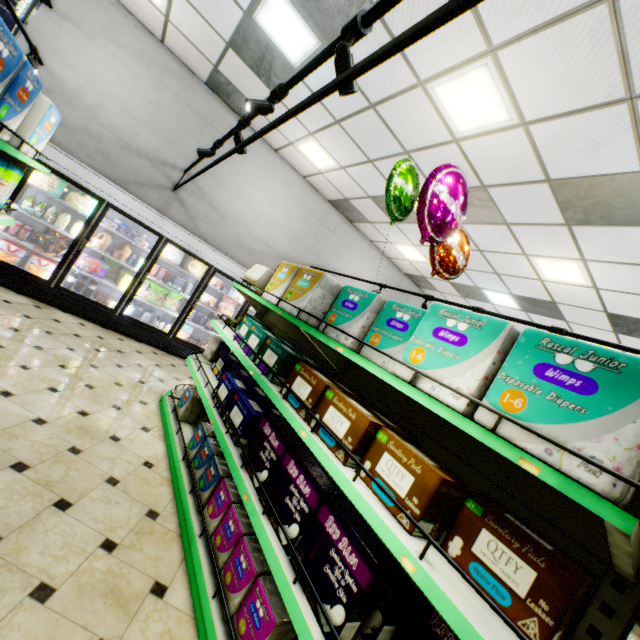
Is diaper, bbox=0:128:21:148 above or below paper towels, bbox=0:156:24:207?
above

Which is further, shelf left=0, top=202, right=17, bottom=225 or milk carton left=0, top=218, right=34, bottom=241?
milk carton left=0, top=218, right=34, bottom=241

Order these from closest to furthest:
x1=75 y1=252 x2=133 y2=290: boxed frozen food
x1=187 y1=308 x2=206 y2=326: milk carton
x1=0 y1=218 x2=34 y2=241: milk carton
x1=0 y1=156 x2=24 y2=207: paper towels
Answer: x1=0 y1=156 x2=24 y2=207: paper towels → x1=0 y1=218 x2=34 y2=241: milk carton → x1=75 y1=252 x2=133 y2=290: boxed frozen food → x1=187 y1=308 x2=206 y2=326: milk carton

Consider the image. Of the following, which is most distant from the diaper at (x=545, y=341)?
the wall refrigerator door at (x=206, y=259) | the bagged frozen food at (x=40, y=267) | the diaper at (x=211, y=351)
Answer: the bagged frozen food at (x=40, y=267)

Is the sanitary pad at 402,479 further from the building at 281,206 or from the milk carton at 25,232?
the milk carton at 25,232

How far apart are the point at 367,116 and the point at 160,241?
4.1m

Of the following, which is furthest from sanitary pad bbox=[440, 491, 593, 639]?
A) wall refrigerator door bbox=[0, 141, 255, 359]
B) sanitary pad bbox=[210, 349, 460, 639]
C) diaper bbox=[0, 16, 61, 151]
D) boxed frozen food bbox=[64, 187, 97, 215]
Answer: boxed frozen food bbox=[64, 187, 97, 215]

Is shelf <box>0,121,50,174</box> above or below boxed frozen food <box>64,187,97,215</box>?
above
